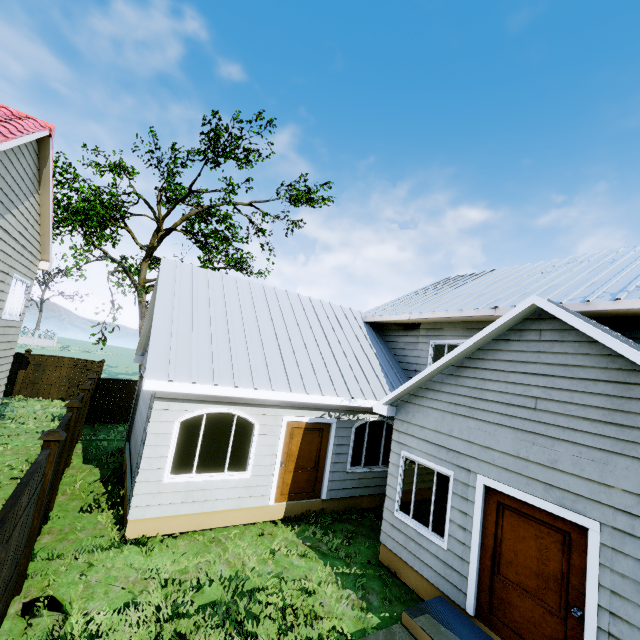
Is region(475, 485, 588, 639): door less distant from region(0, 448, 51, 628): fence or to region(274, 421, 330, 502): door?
region(274, 421, 330, 502): door

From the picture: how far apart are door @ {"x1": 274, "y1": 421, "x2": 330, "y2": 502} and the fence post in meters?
4.6

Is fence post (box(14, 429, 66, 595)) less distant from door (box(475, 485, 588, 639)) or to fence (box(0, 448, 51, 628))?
fence (box(0, 448, 51, 628))

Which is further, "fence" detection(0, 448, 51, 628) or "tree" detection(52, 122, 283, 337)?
"tree" detection(52, 122, 283, 337)

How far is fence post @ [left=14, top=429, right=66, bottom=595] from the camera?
4.98m

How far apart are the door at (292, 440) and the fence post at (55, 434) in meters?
4.6

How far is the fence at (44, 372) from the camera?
17.3 meters

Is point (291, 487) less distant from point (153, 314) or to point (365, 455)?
point (365, 455)
